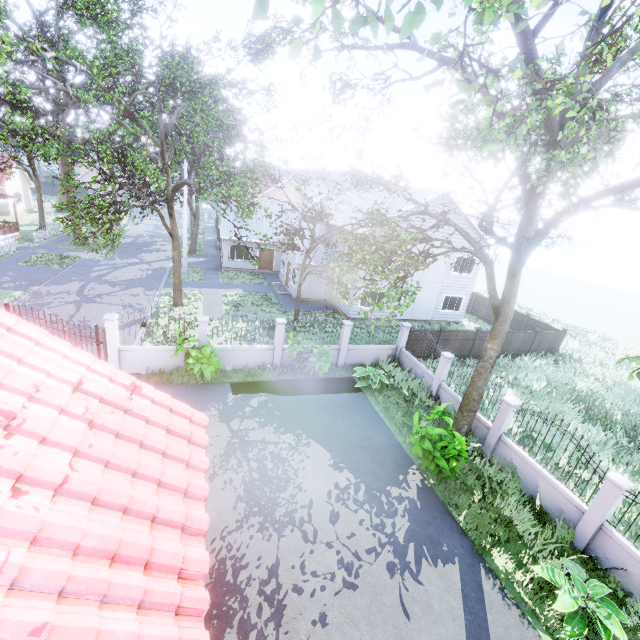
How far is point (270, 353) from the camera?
14.88m

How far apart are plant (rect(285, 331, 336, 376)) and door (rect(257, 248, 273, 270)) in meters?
17.8

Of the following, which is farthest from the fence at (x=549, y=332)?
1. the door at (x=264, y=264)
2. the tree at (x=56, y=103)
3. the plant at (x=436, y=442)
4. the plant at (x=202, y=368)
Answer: the door at (x=264, y=264)

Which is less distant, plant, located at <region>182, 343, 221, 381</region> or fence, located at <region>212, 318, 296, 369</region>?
plant, located at <region>182, 343, 221, 381</region>

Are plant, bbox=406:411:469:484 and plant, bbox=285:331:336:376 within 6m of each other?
yes

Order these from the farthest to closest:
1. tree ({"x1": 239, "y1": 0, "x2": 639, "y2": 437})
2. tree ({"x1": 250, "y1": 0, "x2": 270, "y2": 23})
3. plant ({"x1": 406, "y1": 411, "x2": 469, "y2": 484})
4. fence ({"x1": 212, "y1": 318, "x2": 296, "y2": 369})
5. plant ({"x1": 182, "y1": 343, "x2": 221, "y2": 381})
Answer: fence ({"x1": 212, "y1": 318, "x2": 296, "y2": 369}) < plant ({"x1": 182, "y1": 343, "x2": 221, "y2": 381}) < plant ({"x1": 406, "y1": 411, "x2": 469, "y2": 484}) < tree ({"x1": 239, "y1": 0, "x2": 639, "y2": 437}) < tree ({"x1": 250, "y1": 0, "x2": 270, "y2": 23})

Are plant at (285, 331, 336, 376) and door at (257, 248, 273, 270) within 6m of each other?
no

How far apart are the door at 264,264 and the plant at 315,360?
17.8m
